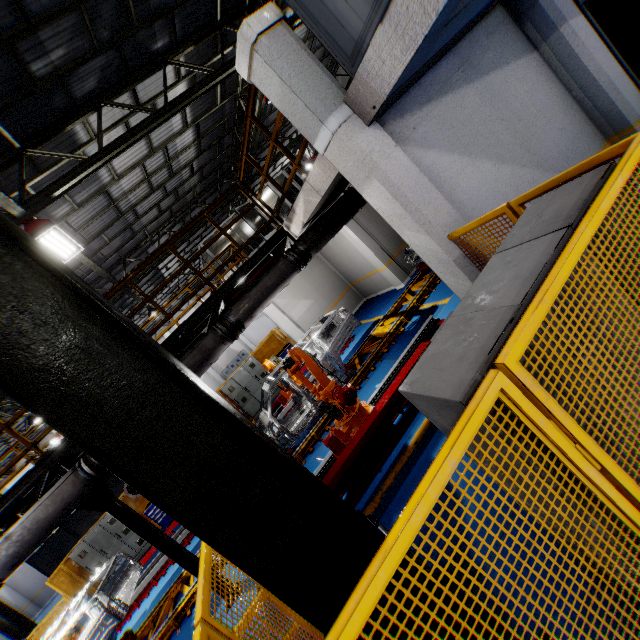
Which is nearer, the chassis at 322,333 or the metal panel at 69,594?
the chassis at 322,333

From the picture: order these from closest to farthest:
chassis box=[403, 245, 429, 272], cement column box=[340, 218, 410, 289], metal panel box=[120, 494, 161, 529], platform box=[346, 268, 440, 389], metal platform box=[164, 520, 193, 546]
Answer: platform box=[346, 268, 440, 389]
metal platform box=[164, 520, 193, 546]
chassis box=[403, 245, 429, 272]
cement column box=[340, 218, 410, 289]
metal panel box=[120, 494, 161, 529]

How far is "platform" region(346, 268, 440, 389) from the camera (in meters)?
8.77

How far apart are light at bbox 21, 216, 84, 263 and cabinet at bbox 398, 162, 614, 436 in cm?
811

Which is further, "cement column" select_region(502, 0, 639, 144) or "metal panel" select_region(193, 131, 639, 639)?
"cement column" select_region(502, 0, 639, 144)

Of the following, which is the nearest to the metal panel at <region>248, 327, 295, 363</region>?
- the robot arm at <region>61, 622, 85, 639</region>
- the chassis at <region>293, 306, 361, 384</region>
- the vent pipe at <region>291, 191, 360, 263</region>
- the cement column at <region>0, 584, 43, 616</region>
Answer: the robot arm at <region>61, 622, 85, 639</region>

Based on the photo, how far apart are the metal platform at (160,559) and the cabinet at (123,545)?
3.4m

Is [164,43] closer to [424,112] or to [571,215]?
[424,112]
